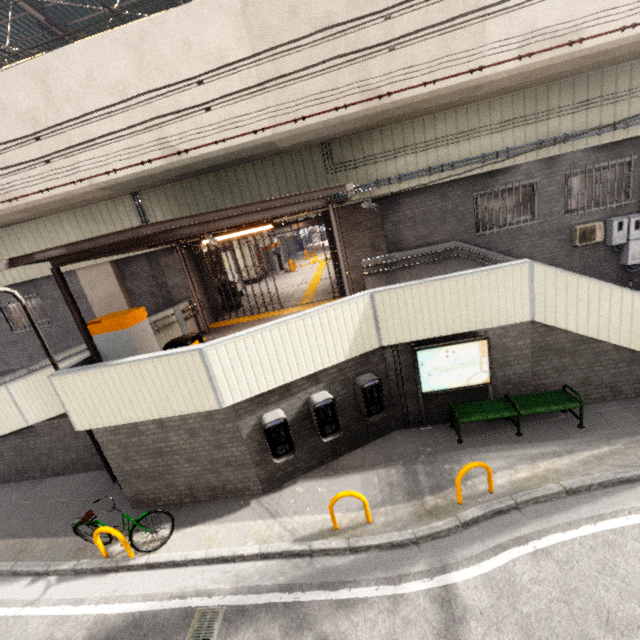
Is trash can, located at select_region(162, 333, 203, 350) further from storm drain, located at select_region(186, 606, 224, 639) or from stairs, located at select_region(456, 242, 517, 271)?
stairs, located at select_region(456, 242, 517, 271)

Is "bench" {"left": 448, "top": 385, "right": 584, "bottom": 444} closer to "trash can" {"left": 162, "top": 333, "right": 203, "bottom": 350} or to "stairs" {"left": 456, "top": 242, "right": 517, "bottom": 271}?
"stairs" {"left": 456, "top": 242, "right": 517, "bottom": 271}

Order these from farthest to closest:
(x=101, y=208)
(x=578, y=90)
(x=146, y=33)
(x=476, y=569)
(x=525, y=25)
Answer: (x=101, y=208) → (x=578, y=90) → (x=146, y=33) → (x=525, y=25) → (x=476, y=569)

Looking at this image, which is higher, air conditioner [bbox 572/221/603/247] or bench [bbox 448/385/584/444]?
air conditioner [bbox 572/221/603/247]

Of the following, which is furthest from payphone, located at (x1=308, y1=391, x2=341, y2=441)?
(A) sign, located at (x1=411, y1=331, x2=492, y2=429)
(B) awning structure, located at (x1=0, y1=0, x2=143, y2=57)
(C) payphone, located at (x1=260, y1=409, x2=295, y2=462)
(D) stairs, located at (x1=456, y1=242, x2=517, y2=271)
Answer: (B) awning structure, located at (x1=0, y1=0, x2=143, y2=57)

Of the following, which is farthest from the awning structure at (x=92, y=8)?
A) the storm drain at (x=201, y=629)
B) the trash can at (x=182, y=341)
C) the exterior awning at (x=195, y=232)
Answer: the storm drain at (x=201, y=629)

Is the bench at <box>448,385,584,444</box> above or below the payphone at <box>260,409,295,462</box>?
below

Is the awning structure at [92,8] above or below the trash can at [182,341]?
above
